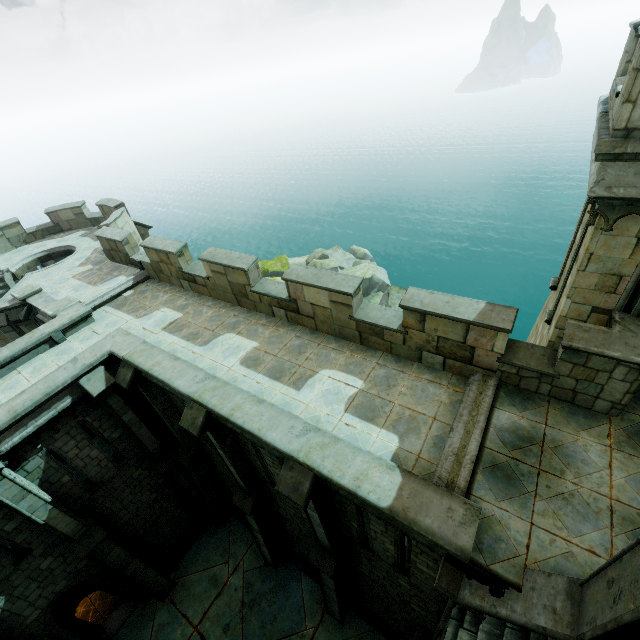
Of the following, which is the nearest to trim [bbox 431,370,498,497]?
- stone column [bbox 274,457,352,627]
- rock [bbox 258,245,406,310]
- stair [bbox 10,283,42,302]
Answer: stone column [bbox 274,457,352,627]

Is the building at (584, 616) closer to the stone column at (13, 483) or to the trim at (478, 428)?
the trim at (478, 428)

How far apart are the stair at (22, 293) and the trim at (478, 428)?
16.81m

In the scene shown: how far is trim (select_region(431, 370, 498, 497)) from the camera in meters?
5.7

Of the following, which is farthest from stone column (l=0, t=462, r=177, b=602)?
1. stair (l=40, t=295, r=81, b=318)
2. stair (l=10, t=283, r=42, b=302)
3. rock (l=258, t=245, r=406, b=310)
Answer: rock (l=258, t=245, r=406, b=310)

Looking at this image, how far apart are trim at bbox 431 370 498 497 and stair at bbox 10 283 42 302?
16.8 meters

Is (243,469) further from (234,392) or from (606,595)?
(606,595)

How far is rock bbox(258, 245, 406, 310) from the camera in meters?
23.8 m
